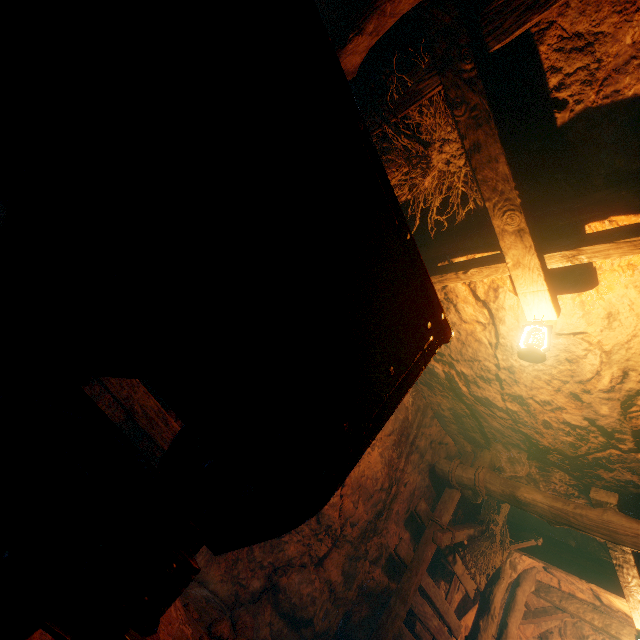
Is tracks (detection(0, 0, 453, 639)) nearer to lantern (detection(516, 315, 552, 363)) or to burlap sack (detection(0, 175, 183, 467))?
burlap sack (detection(0, 175, 183, 467))

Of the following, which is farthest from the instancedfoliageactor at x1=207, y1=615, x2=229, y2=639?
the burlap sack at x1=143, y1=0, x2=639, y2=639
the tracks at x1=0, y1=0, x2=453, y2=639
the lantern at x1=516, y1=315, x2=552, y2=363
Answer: the lantern at x1=516, y1=315, x2=552, y2=363

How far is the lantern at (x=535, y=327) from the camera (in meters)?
3.05

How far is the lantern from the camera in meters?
3.1 m

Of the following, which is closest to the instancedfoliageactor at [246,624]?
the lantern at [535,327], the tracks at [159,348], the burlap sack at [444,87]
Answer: the burlap sack at [444,87]

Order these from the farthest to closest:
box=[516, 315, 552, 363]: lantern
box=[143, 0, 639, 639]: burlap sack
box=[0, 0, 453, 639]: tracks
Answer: box=[516, 315, 552, 363]: lantern < box=[143, 0, 639, 639]: burlap sack < box=[0, 0, 453, 639]: tracks

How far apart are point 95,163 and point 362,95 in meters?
3.8

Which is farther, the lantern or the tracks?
the lantern
